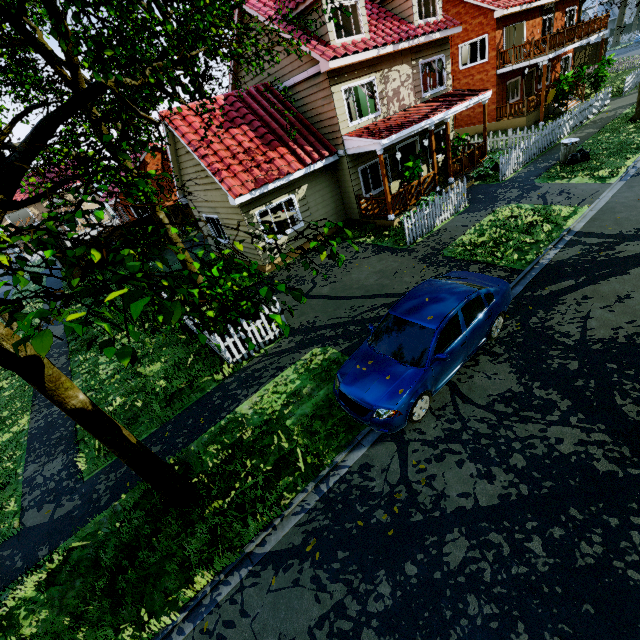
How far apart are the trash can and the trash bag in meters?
0.0

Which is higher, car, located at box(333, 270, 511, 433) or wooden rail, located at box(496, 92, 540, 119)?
wooden rail, located at box(496, 92, 540, 119)

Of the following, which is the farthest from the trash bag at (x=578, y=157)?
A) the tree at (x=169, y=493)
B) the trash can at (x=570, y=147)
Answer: the tree at (x=169, y=493)

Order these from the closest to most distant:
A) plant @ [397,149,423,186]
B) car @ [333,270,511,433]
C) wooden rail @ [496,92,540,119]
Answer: car @ [333,270,511,433] → plant @ [397,149,423,186] → wooden rail @ [496,92,540,119]

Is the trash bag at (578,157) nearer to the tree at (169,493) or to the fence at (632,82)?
the fence at (632,82)

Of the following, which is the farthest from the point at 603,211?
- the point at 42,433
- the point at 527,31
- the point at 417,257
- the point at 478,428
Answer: the point at 527,31

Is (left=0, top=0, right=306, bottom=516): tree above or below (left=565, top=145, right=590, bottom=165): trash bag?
above

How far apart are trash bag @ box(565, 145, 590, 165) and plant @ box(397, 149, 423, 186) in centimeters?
601cm
